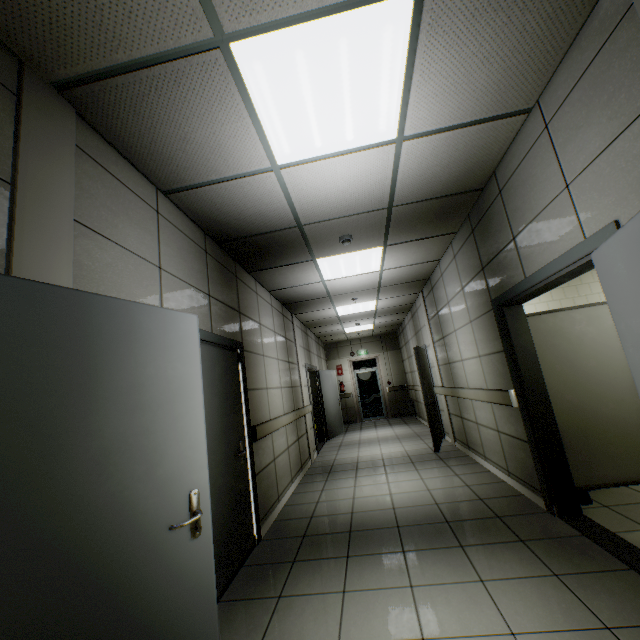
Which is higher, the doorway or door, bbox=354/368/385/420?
the doorway

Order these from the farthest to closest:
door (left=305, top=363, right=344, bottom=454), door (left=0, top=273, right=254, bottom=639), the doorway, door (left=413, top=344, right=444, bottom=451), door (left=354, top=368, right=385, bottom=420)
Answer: door (left=354, top=368, right=385, bottom=420)
door (left=305, top=363, right=344, bottom=454)
door (left=413, top=344, right=444, bottom=451)
the doorway
door (left=0, top=273, right=254, bottom=639)

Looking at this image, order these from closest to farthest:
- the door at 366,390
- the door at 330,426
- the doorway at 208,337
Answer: the doorway at 208,337
the door at 330,426
the door at 366,390

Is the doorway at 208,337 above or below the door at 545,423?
above

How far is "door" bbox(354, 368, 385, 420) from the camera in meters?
12.8

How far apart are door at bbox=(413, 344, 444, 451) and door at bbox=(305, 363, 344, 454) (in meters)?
2.64

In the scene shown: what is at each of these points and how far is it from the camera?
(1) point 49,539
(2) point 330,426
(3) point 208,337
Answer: (1) door, 1.1 meters
(2) door, 9.6 meters
(3) doorway, 3.1 meters

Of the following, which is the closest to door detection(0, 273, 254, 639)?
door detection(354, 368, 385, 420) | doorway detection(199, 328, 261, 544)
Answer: doorway detection(199, 328, 261, 544)
